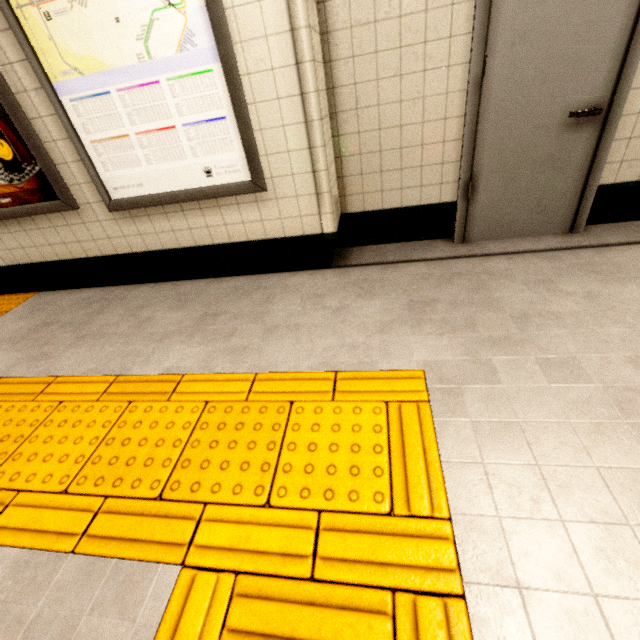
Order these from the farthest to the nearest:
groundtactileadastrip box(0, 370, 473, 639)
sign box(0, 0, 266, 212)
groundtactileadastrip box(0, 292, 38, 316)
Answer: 1. groundtactileadastrip box(0, 292, 38, 316)
2. sign box(0, 0, 266, 212)
3. groundtactileadastrip box(0, 370, 473, 639)

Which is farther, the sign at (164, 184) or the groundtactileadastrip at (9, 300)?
the groundtactileadastrip at (9, 300)

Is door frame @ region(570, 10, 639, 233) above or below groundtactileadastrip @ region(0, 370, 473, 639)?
above

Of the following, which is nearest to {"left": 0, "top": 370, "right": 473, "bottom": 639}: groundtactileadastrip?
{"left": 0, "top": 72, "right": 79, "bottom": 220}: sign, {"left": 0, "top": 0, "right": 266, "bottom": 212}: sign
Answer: {"left": 0, "top": 72, "right": 79, "bottom": 220}: sign

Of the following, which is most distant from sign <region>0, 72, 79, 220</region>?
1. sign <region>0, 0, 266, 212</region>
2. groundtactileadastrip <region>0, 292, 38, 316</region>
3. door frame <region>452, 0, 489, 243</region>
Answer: door frame <region>452, 0, 489, 243</region>

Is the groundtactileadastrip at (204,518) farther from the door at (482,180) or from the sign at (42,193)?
the door at (482,180)

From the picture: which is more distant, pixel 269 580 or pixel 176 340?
pixel 176 340
